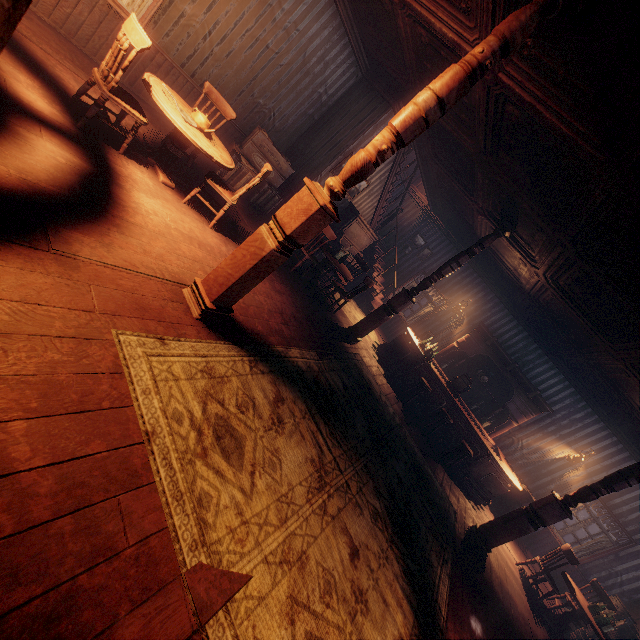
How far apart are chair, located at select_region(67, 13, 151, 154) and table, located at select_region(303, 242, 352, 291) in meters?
4.1

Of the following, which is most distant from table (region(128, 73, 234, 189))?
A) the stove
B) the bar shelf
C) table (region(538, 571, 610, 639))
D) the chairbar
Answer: the stove

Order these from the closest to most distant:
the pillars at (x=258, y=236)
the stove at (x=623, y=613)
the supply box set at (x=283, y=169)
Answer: the pillars at (x=258, y=236) → the supply box set at (x=283, y=169) → the stove at (x=623, y=613)

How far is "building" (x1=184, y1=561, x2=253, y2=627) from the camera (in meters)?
1.65

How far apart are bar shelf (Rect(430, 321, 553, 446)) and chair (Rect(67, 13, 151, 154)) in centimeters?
950cm

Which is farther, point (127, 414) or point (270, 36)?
point (270, 36)

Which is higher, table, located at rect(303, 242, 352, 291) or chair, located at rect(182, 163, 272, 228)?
chair, located at rect(182, 163, 272, 228)

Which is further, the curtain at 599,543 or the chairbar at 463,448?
the curtain at 599,543
